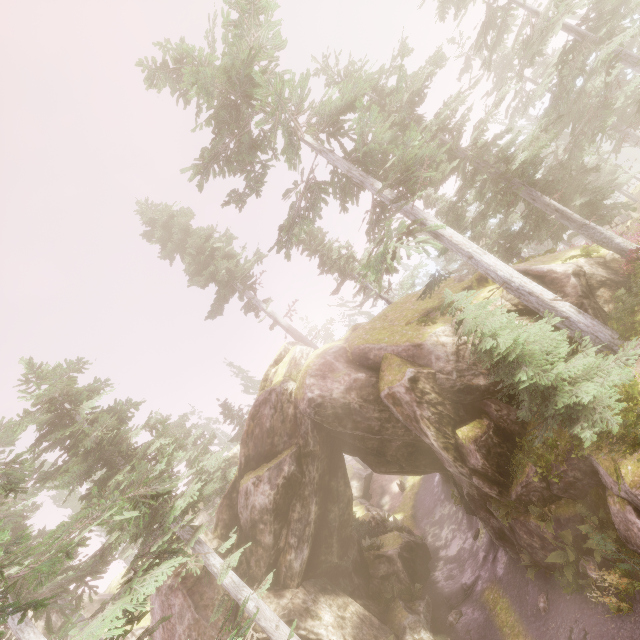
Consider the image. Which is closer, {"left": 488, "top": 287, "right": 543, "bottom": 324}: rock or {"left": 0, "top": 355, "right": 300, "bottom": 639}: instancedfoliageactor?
{"left": 0, "top": 355, "right": 300, "bottom": 639}: instancedfoliageactor

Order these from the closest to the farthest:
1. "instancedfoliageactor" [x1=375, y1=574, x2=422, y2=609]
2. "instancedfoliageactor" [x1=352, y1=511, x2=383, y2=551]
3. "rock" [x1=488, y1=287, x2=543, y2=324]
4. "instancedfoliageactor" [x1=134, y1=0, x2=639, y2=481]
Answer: "instancedfoliageactor" [x1=134, y1=0, x2=639, y2=481]
"rock" [x1=488, y1=287, x2=543, y2=324]
"instancedfoliageactor" [x1=375, y1=574, x2=422, y2=609]
"instancedfoliageactor" [x1=352, y1=511, x2=383, y2=551]

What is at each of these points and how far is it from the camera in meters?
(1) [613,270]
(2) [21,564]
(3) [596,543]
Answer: (1) rock, 14.6
(2) instancedfoliageactor, 7.9
(3) instancedfoliageactor, 10.9

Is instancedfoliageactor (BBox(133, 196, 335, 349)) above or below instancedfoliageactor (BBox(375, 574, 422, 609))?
above

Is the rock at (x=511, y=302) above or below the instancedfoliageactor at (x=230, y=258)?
below

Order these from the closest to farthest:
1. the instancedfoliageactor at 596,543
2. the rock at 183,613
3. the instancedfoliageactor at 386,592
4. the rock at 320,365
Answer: the instancedfoliageactor at 596,543
the rock at 320,365
the rock at 183,613
the instancedfoliageactor at 386,592

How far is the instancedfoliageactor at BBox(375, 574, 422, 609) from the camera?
18.33m
